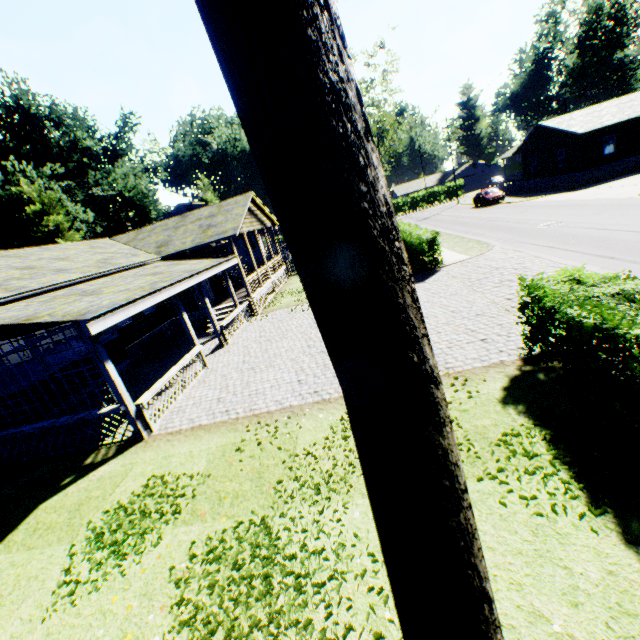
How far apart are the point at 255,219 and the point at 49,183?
34.7 meters

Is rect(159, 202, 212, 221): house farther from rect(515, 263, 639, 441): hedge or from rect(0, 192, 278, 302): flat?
rect(515, 263, 639, 441): hedge

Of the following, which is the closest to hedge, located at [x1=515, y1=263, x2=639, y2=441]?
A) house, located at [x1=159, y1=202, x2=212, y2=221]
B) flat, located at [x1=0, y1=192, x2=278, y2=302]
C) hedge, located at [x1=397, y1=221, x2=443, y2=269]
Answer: hedge, located at [x1=397, y1=221, x2=443, y2=269]

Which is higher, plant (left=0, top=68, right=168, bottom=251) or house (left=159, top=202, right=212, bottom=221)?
plant (left=0, top=68, right=168, bottom=251)

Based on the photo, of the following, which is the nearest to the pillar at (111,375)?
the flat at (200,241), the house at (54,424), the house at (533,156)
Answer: the house at (54,424)

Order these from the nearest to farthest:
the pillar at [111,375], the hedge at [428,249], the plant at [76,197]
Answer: the pillar at [111,375]
the hedge at [428,249]
the plant at [76,197]

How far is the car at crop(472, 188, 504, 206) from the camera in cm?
3461

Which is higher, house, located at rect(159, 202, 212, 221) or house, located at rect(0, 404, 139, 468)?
house, located at rect(159, 202, 212, 221)
